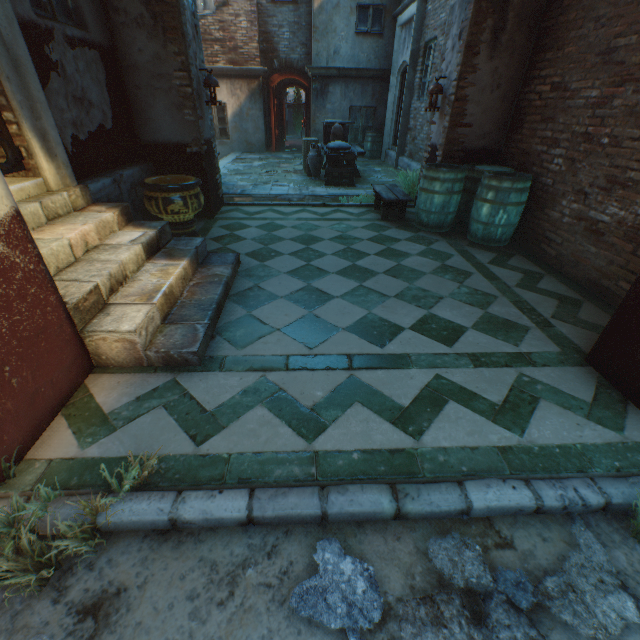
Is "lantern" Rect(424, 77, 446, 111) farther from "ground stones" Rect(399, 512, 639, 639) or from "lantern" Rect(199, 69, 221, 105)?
"ground stones" Rect(399, 512, 639, 639)

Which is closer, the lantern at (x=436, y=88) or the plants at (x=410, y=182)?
the lantern at (x=436, y=88)

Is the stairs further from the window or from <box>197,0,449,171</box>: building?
the window

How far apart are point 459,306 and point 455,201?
2.64m

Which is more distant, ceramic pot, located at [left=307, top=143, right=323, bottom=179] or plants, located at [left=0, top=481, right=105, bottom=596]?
ceramic pot, located at [left=307, top=143, right=323, bottom=179]

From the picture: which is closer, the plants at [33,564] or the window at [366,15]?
the plants at [33,564]

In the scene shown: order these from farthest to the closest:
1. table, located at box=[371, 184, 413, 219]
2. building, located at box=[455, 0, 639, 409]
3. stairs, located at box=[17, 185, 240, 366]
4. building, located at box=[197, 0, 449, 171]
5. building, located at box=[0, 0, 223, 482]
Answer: building, located at box=[197, 0, 449, 171] < table, located at box=[371, 184, 413, 219] < building, located at box=[455, 0, 639, 409] < stairs, located at box=[17, 185, 240, 366] < building, located at box=[0, 0, 223, 482]

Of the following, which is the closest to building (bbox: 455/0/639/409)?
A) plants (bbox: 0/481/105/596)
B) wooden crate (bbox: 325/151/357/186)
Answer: plants (bbox: 0/481/105/596)
